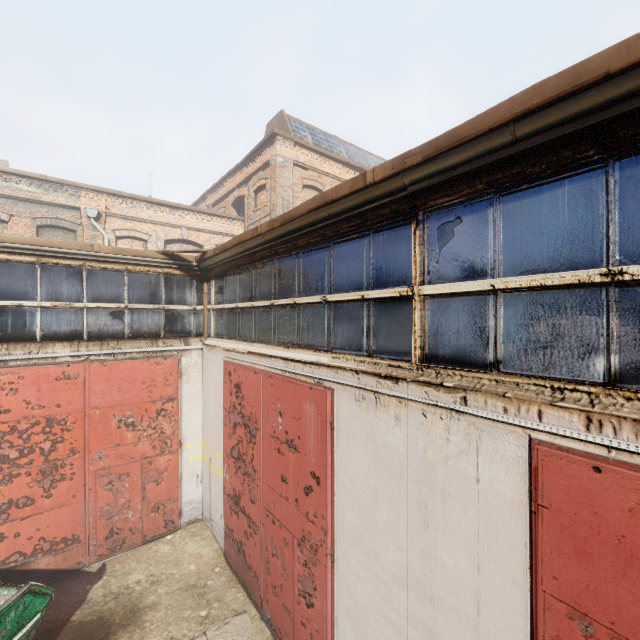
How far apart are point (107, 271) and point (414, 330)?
6.98m
